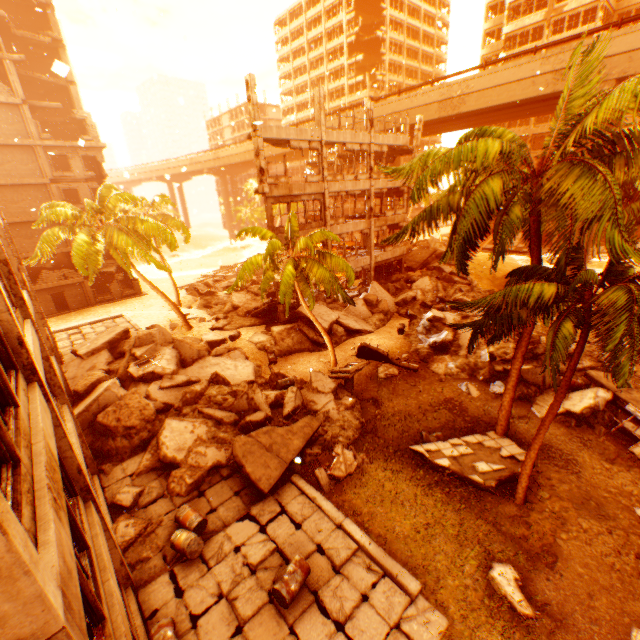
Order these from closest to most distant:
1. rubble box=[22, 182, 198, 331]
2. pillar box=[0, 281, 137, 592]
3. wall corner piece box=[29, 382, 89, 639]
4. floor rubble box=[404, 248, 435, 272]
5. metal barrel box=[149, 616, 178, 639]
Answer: wall corner piece box=[29, 382, 89, 639] → pillar box=[0, 281, 137, 592] → metal barrel box=[149, 616, 178, 639] → rubble box=[22, 182, 198, 331] → floor rubble box=[404, 248, 435, 272]

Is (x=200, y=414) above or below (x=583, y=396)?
above

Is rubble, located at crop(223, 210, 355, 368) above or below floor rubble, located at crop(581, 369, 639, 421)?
above

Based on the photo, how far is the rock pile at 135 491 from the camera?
10.5 meters

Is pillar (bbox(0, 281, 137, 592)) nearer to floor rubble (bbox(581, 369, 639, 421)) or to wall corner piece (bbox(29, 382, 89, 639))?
wall corner piece (bbox(29, 382, 89, 639))

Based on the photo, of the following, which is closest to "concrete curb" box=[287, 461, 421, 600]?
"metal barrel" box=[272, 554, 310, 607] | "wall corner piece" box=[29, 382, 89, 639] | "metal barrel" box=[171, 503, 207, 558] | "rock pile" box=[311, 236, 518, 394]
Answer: "rock pile" box=[311, 236, 518, 394]

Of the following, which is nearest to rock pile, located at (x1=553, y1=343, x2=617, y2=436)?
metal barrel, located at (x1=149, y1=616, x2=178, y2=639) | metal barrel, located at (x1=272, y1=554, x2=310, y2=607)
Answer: metal barrel, located at (x1=149, y1=616, x2=178, y2=639)

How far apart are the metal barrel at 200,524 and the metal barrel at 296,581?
2.4 meters
